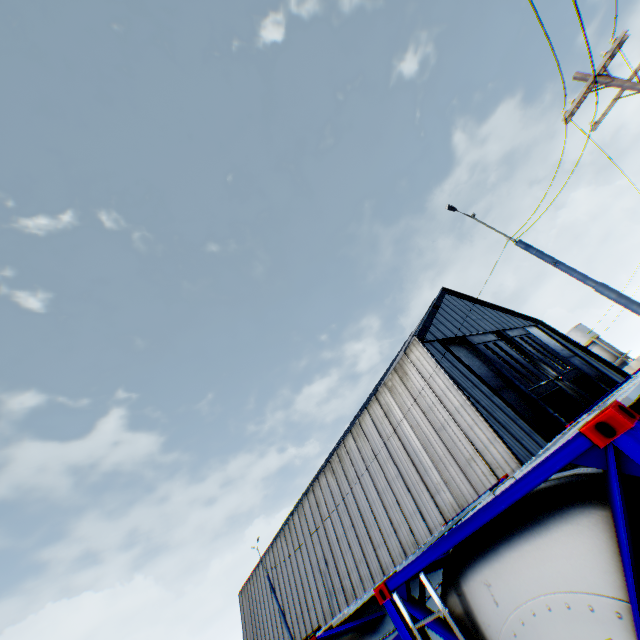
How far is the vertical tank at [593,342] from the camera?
51.1m

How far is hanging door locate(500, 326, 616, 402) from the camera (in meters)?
25.00

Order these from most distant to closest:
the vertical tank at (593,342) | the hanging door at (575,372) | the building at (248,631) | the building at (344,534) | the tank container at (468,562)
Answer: the vertical tank at (593,342) → the building at (248,631) → the hanging door at (575,372) → the building at (344,534) → the tank container at (468,562)

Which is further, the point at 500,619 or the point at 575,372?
the point at 575,372

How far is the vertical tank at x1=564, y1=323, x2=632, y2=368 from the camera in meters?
51.1 m

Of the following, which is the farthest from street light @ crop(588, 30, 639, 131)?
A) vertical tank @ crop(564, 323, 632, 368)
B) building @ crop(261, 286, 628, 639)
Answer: vertical tank @ crop(564, 323, 632, 368)

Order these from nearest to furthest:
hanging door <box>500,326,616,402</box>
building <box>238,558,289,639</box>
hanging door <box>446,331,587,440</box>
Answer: hanging door <box>446,331,587,440</box>, hanging door <box>500,326,616,402</box>, building <box>238,558,289,639</box>

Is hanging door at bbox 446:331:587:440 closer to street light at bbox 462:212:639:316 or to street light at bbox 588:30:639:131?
street light at bbox 462:212:639:316
